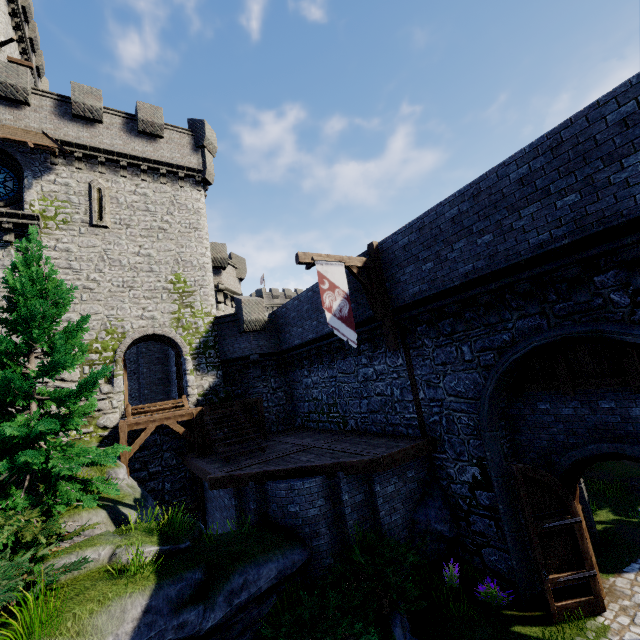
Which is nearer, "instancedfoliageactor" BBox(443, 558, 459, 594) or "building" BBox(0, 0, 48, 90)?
"instancedfoliageactor" BBox(443, 558, 459, 594)

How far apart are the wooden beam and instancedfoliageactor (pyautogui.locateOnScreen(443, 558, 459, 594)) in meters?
9.0 m

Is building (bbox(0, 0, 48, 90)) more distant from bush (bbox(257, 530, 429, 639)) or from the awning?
bush (bbox(257, 530, 429, 639))

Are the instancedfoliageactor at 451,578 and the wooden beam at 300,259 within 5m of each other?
no

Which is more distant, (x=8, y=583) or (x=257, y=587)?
(x=257, y=587)

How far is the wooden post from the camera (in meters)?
11.07

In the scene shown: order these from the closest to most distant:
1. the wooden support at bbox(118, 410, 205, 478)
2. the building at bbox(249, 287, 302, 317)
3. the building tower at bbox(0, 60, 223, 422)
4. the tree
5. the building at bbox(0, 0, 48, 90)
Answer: the tree, the wooden support at bbox(118, 410, 205, 478), the building tower at bbox(0, 60, 223, 422), the building at bbox(0, 0, 48, 90), the building at bbox(249, 287, 302, 317)

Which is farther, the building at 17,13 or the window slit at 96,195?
the building at 17,13
